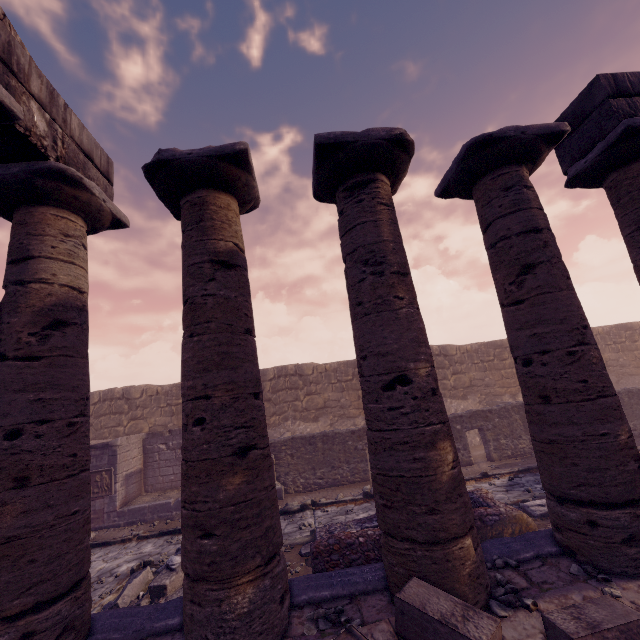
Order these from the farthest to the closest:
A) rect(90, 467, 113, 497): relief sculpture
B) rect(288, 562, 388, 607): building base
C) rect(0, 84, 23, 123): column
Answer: rect(90, 467, 113, 497): relief sculpture < rect(288, 562, 388, 607): building base < rect(0, 84, 23, 123): column

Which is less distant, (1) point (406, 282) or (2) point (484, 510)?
(1) point (406, 282)

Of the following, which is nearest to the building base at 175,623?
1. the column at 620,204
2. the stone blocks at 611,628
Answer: the column at 620,204

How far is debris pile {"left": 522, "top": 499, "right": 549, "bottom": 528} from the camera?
6.6m

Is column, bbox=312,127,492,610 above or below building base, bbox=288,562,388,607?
above

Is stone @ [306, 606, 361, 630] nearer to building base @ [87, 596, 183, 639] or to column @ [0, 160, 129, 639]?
building base @ [87, 596, 183, 639]

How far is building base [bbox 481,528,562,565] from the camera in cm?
391

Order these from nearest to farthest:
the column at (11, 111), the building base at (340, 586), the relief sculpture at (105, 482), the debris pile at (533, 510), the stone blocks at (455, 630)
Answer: the stone blocks at (455, 630) → the column at (11, 111) → the building base at (340, 586) → the debris pile at (533, 510) → the relief sculpture at (105, 482)
